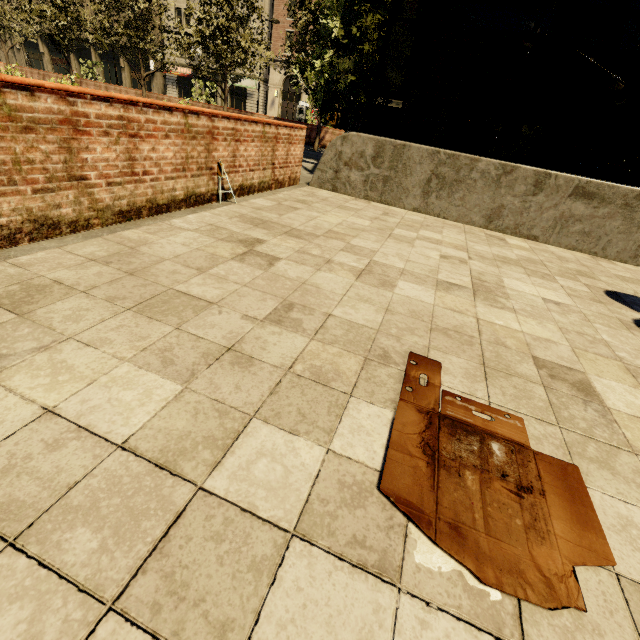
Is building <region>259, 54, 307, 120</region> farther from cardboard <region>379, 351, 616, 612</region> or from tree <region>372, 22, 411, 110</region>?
cardboard <region>379, 351, 616, 612</region>

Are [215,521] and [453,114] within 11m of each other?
no

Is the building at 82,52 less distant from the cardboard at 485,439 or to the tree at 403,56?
the tree at 403,56

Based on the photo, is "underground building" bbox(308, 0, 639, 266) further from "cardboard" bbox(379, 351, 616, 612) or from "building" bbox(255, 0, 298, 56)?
"building" bbox(255, 0, 298, 56)

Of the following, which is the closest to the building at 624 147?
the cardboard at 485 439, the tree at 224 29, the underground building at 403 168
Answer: the tree at 224 29

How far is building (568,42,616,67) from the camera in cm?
2834

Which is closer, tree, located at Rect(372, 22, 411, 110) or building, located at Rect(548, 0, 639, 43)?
tree, located at Rect(372, 22, 411, 110)
